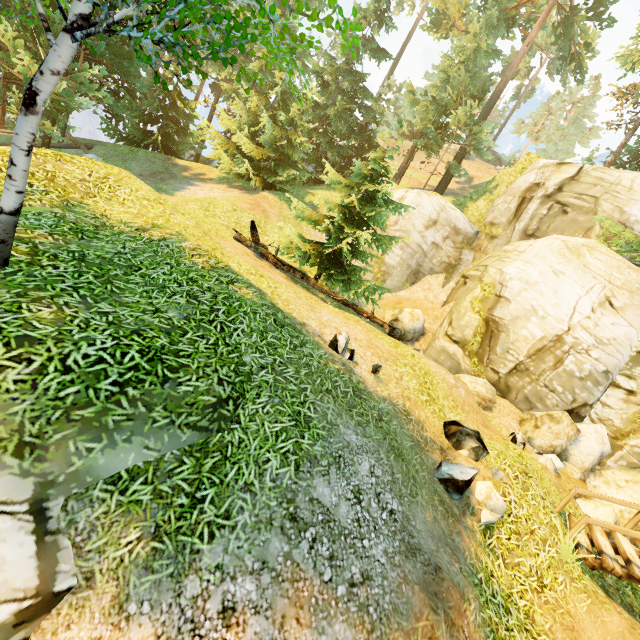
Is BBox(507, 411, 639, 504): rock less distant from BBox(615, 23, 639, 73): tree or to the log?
the log

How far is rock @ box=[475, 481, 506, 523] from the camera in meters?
5.8 m

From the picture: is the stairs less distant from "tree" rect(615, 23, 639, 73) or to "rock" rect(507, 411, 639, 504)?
"rock" rect(507, 411, 639, 504)

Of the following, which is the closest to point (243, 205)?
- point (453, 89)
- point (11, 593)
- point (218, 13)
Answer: point (218, 13)

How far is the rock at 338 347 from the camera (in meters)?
6.63

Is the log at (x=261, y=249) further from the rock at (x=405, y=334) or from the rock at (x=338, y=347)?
the rock at (x=405, y=334)

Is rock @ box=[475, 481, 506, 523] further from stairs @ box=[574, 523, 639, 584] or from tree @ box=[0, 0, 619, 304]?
tree @ box=[0, 0, 619, 304]

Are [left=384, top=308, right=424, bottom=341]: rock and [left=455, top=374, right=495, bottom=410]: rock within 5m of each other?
yes
